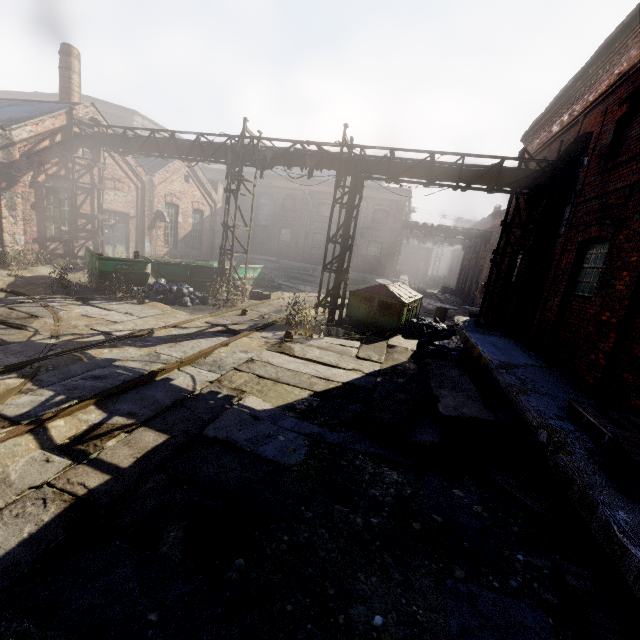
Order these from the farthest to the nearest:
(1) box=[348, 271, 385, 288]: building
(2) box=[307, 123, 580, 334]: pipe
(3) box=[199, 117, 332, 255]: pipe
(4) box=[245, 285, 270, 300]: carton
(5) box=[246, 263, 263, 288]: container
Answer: (1) box=[348, 271, 385, 288]: building → (5) box=[246, 263, 263, 288]: container → (4) box=[245, 285, 270, 300]: carton → (3) box=[199, 117, 332, 255]: pipe → (2) box=[307, 123, 580, 334]: pipe

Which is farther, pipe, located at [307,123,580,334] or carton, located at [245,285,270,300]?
carton, located at [245,285,270,300]

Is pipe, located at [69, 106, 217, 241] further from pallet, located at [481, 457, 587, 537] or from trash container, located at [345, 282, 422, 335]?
pallet, located at [481, 457, 587, 537]

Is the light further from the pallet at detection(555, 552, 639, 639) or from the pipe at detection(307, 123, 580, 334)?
the pallet at detection(555, 552, 639, 639)

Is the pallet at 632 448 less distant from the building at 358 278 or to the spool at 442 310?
the spool at 442 310

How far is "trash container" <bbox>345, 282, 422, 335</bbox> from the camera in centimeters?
1195cm

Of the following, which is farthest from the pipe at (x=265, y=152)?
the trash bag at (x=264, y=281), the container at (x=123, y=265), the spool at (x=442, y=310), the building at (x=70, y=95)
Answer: the trash bag at (x=264, y=281)

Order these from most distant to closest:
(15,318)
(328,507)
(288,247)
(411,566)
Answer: (288,247), (15,318), (328,507), (411,566)
